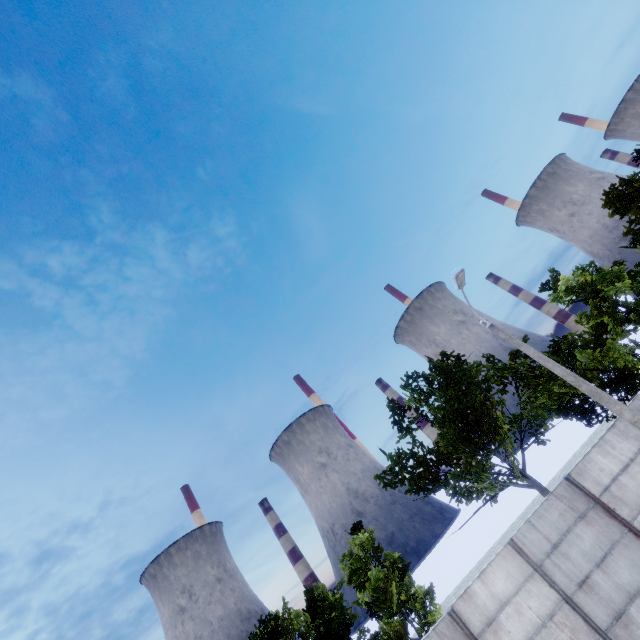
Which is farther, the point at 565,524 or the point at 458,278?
the point at 458,278
